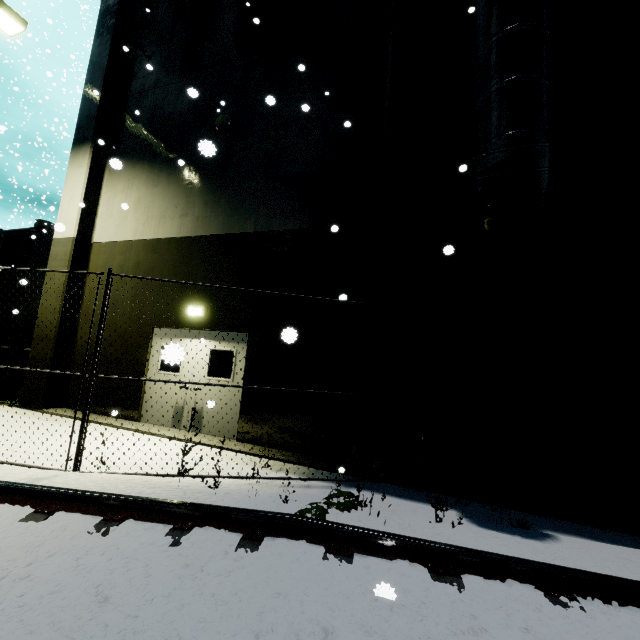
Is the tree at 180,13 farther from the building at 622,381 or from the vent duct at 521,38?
the vent duct at 521,38

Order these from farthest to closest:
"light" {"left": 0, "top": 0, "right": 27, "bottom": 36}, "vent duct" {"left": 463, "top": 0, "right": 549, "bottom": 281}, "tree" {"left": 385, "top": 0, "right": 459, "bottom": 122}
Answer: "light" {"left": 0, "top": 0, "right": 27, "bottom": 36}
"tree" {"left": 385, "top": 0, "right": 459, "bottom": 122}
"vent duct" {"left": 463, "top": 0, "right": 549, "bottom": 281}

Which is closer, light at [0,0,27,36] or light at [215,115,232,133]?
light at [0,0,27,36]

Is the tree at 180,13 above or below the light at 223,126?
above

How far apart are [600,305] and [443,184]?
3.55m

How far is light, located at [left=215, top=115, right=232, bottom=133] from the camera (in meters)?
8.61

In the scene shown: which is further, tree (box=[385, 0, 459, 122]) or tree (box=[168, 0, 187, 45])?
tree (box=[168, 0, 187, 45])

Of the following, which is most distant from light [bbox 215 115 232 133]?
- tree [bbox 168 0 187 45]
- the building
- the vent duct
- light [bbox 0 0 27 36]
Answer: the vent duct
